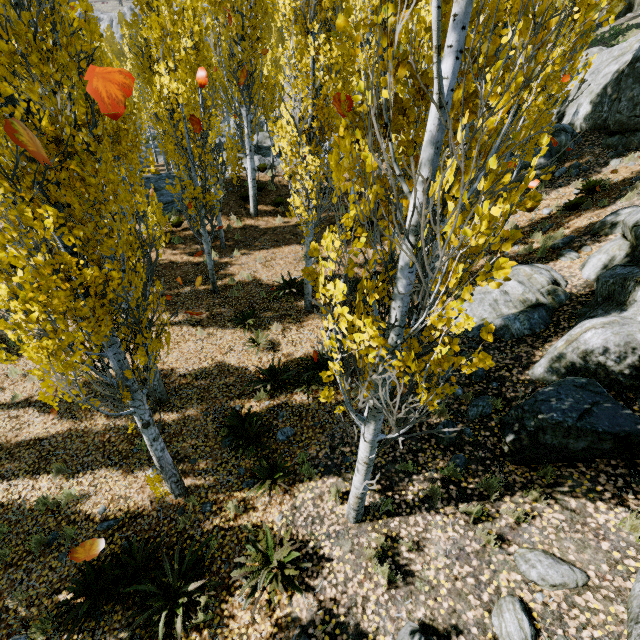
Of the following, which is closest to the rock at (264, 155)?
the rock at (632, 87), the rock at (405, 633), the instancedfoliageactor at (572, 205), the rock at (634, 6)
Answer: the rock at (632, 87)

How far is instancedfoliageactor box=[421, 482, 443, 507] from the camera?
5.0 meters

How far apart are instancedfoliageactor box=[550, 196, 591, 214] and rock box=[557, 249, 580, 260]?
2.3m

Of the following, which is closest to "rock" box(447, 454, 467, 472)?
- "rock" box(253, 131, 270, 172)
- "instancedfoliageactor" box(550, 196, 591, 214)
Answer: "instancedfoliageactor" box(550, 196, 591, 214)

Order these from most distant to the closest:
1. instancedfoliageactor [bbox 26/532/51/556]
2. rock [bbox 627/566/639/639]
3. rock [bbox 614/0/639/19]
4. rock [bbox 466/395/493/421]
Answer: rock [bbox 614/0/639/19]
rock [bbox 466/395/493/421]
instancedfoliageactor [bbox 26/532/51/556]
rock [bbox 627/566/639/639]

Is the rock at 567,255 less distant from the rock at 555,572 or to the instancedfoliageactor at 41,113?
the rock at 555,572

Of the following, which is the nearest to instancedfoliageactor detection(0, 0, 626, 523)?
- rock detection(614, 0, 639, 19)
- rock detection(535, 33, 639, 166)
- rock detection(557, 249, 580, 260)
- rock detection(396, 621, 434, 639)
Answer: rock detection(535, 33, 639, 166)

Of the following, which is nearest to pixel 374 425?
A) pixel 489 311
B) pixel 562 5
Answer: pixel 562 5
